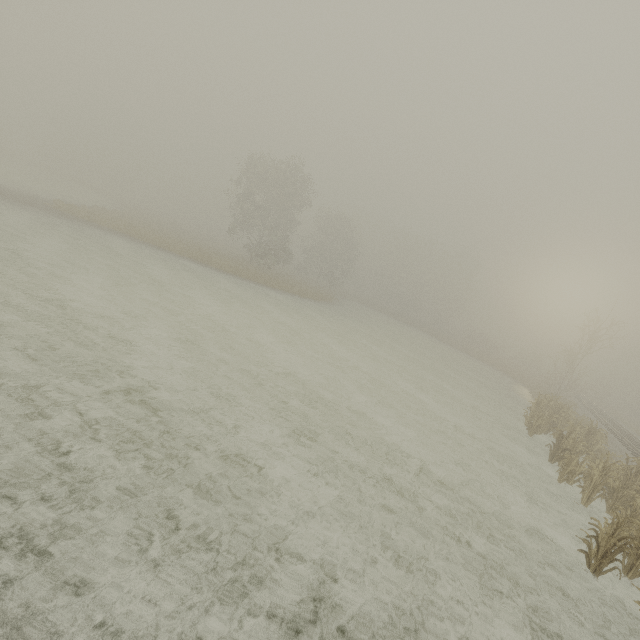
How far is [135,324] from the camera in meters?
10.4
